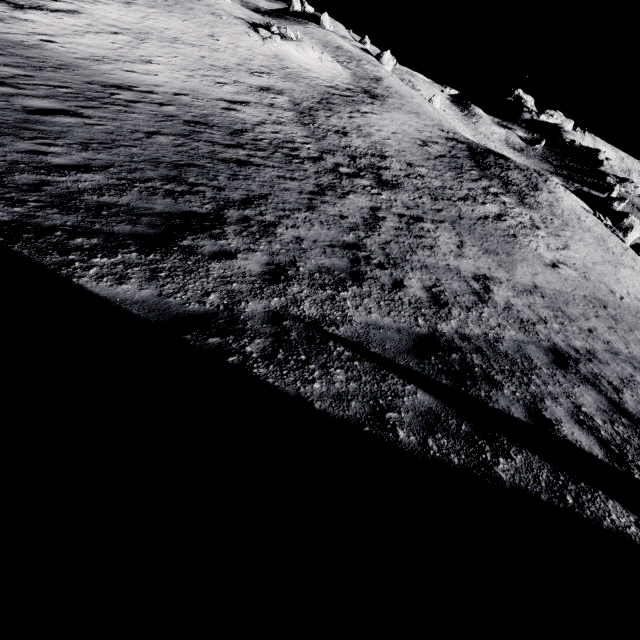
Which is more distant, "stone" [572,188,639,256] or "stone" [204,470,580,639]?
"stone" [572,188,639,256]

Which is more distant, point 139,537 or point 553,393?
point 553,393

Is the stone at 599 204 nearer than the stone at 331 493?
No
